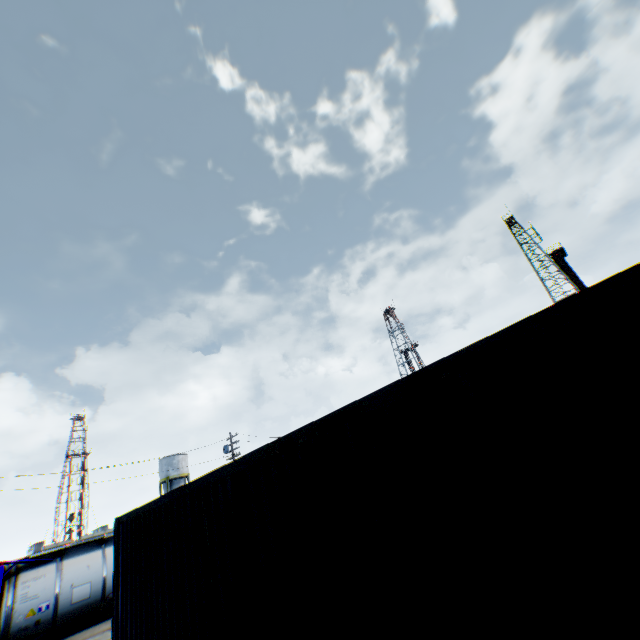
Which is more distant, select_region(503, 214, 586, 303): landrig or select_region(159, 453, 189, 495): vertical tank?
select_region(503, 214, 586, 303): landrig

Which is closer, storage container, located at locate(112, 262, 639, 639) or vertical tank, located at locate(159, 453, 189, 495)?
storage container, located at locate(112, 262, 639, 639)

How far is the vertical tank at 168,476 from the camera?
47.7 meters

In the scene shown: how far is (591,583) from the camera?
2.1m

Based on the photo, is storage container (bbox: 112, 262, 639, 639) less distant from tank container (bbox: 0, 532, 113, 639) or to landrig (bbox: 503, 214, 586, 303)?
tank container (bbox: 0, 532, 113, 639)

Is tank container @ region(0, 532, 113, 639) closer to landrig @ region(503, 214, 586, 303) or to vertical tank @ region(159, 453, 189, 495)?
vertical tank @ region(159, 453, 189, 495)

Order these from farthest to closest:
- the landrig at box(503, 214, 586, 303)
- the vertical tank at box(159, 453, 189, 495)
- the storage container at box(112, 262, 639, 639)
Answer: the landrig at box(503, 214, 586, 303) → the vertical tank at box(159, 453, 189, 495) → the storage container at box(112, 262, 639, 639)

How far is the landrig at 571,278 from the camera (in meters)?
50.28
